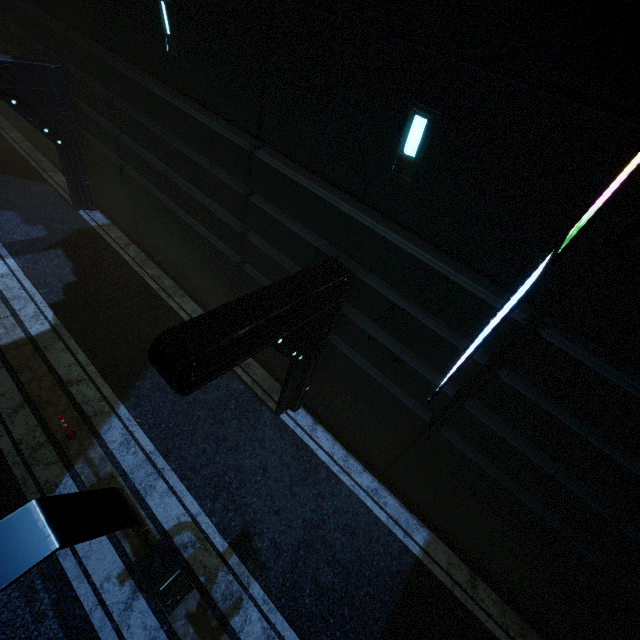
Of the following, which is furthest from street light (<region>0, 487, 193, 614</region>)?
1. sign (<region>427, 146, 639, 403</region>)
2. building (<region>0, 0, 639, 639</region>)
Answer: sign (<region>427, 146, 639, 403</region>)

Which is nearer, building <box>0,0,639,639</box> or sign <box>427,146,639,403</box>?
sign <box>427,146,639,403</box>

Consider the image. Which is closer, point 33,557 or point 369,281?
point 33,557

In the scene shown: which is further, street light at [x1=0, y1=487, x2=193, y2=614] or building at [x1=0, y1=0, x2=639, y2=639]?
building at [x1=0, y1=0, x2=639, y2=639]

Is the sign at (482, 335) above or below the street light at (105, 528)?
above

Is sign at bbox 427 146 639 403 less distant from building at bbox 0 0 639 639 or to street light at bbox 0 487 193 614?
building at bbox 0 0 639 639

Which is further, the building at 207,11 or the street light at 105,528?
the building at 207,11

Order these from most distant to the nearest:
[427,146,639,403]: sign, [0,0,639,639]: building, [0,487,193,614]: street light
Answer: [0,0,639,639]: building < [427,146,639,403]: sign < [0,487,193,614]: street light
